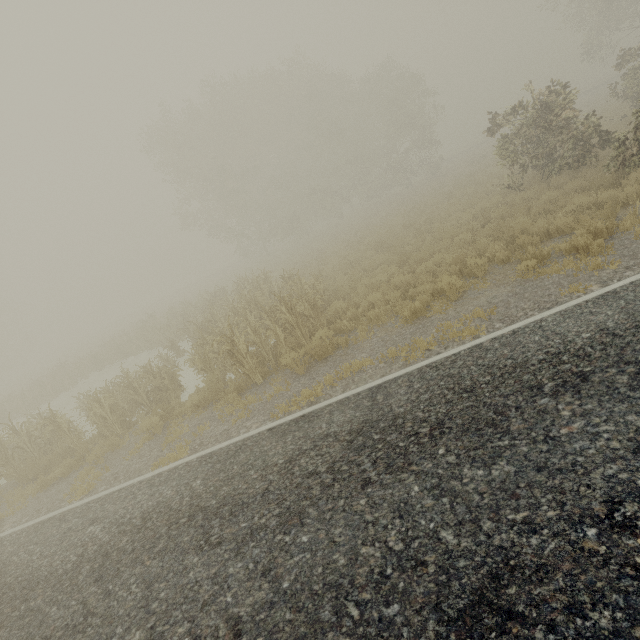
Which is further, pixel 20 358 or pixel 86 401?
pixel 20 358

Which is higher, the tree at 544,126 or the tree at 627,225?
the tree at 544,126

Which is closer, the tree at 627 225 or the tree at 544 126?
the tree at 627 225

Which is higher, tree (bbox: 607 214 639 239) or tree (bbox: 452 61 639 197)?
tree (bbox: 452 61 639 197)

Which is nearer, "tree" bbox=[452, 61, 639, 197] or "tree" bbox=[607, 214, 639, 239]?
"tree" bbox=[607, 214, 639, 239]
